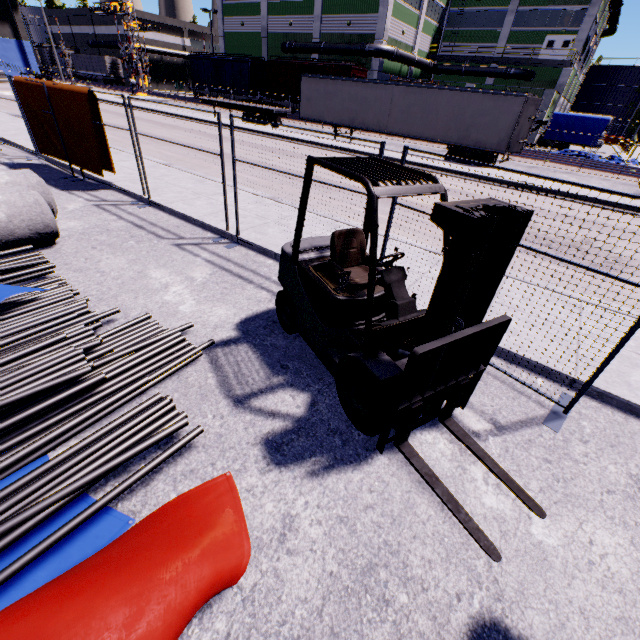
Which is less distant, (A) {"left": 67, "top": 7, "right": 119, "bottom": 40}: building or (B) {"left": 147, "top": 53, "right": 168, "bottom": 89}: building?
(A) {"left": 67, "top": 7, "right": 119, "bottom": 40}: building

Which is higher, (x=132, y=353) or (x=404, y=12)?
(x=404, y=12)

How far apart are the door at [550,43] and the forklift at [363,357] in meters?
50.8 m

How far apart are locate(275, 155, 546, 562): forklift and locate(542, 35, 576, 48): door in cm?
→ 5085

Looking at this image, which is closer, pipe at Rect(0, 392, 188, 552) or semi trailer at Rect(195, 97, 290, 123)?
pipe at Rect(0, 392, 188, 552)

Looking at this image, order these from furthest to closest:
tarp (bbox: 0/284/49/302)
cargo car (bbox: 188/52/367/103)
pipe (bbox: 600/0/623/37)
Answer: pipe (bbox: 600/0/623/37) < cargo car (bbox: 188/52/367/103) < tarp (bbox: 0/284/49/302)

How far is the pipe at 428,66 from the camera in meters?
32.3 m

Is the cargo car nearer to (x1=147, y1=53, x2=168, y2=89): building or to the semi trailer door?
(x1=147, y1=53, x2=168, y2=89): building
